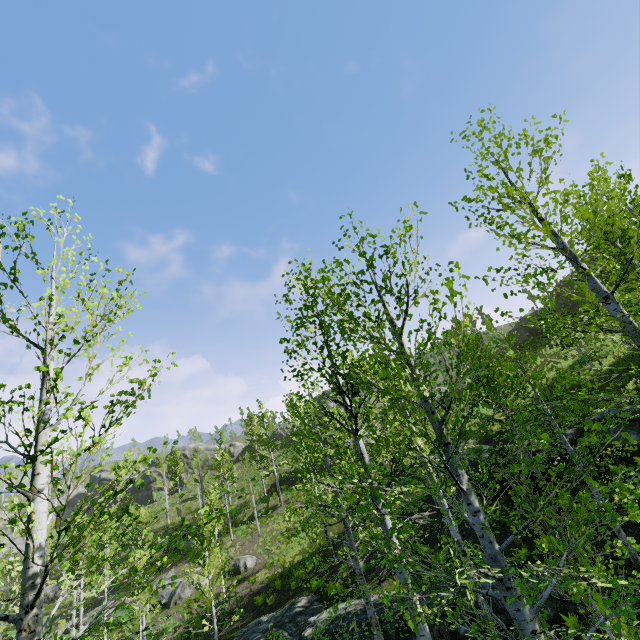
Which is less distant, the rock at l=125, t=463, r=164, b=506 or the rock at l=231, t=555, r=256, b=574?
the rock at l=231, t=555, r=256, b=574

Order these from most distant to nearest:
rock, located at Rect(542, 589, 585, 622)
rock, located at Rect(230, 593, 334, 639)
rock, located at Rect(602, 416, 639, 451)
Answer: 1. rock, located at Rect(230, 593, 334, 639)
2. rock, located at Rect(602, 416, 639, 451)
3. rock, located at Rect(542, 589, 585, 622)

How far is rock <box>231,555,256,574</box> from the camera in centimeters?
2589cm

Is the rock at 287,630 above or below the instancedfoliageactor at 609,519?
below

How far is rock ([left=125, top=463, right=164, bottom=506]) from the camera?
54.44m

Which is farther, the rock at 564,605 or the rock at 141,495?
the rock at 141,495

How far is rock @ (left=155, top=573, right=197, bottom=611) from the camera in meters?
25.6 m

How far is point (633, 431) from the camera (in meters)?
13.86
